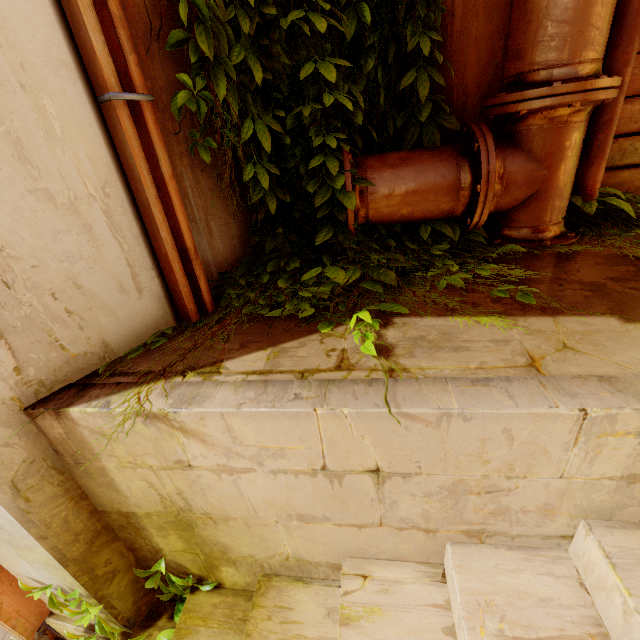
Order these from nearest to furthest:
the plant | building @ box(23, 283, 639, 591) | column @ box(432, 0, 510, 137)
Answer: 1. building @ box(23, 283, 639, 591)
2. the plant
3. column @ box(432, 0, 510, 137)

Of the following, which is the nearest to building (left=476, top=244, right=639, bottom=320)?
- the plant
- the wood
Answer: the plant

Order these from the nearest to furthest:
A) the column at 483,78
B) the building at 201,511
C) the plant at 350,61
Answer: the building at 201,511
the plant at 350,61
the column at 483,78

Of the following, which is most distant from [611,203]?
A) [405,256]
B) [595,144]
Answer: [405,256]

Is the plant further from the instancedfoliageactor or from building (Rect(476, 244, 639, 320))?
the instancedfoliageactor

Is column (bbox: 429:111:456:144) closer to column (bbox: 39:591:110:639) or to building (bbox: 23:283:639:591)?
building (bbox: 23:283:639:591)

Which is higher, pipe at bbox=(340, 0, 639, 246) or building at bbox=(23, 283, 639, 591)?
pipe at bbox=(340, 0, 639, 246)

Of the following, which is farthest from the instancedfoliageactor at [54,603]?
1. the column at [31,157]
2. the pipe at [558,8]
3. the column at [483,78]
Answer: the column at [483,78]
